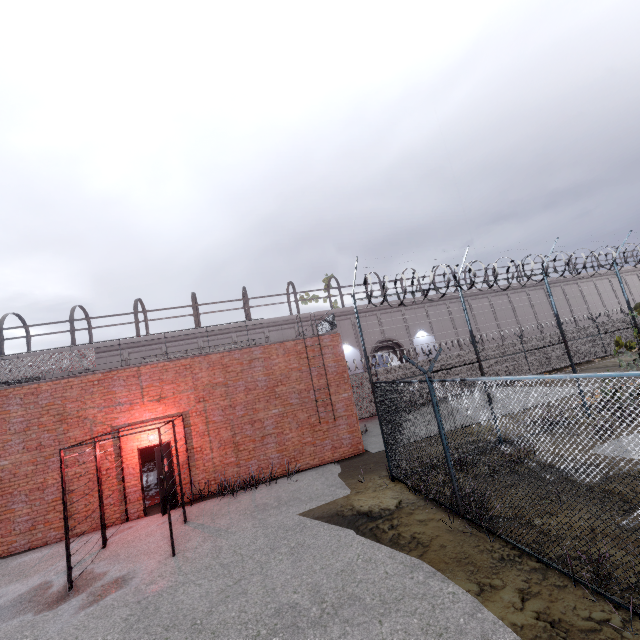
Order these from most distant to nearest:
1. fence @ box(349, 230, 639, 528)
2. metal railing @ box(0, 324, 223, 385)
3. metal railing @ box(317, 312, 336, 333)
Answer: metal railing @ box(317, 312, 336, 333) < metal railing @ box(0, 324, 223, 385) < fence @ box(349, 230, 639, 528)

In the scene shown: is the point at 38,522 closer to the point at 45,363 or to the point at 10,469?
the point at 10,469

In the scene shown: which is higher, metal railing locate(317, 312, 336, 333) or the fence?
metal railing locate(317, 312, 336, 333)

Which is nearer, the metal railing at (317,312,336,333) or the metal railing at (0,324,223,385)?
the metal railing at (0,324,223,385)

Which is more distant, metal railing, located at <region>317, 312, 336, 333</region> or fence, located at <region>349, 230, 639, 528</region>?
metal railing, located at <region>317, 312, 336, 333</region>

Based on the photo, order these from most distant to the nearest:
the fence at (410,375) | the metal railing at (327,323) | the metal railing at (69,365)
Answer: the metal railing at (327,323) → the metal railing at (69,365) → the fence at (410,375)

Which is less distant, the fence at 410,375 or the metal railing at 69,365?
the fence at 410,375

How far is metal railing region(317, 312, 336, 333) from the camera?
14.07m
